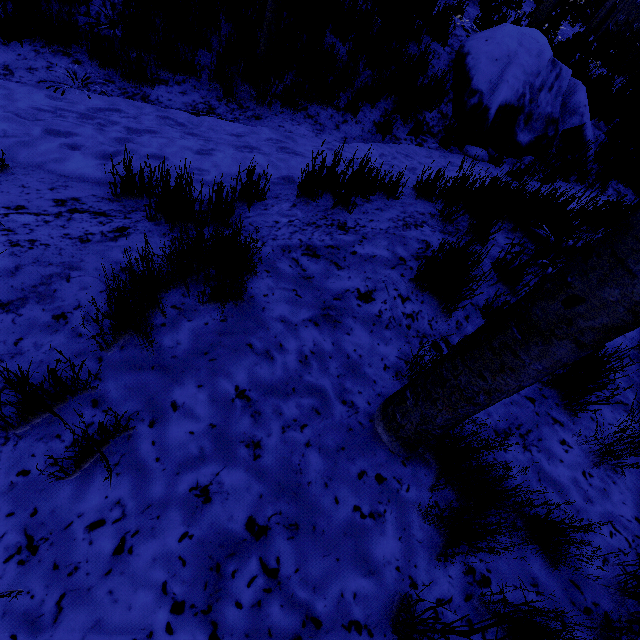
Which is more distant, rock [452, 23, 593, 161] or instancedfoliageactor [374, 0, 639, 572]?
rock [452, 23, 593, 161]

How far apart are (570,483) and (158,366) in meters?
2.3 m

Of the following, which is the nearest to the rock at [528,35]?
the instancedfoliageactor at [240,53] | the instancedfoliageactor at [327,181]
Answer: the instancedfoliageactor at [240,53]

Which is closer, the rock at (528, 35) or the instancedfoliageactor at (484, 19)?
the rock at (528, 35)

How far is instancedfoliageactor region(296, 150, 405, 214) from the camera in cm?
270

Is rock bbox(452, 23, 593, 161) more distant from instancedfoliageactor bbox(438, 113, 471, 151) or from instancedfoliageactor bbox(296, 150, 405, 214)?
instancedfoliageactor bbox(296, 150, 405, 214)

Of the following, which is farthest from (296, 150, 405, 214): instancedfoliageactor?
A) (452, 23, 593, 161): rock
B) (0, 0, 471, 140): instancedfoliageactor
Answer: (452, 23, 593, 161): rock

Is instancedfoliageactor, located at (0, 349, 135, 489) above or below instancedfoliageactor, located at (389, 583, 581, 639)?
below
